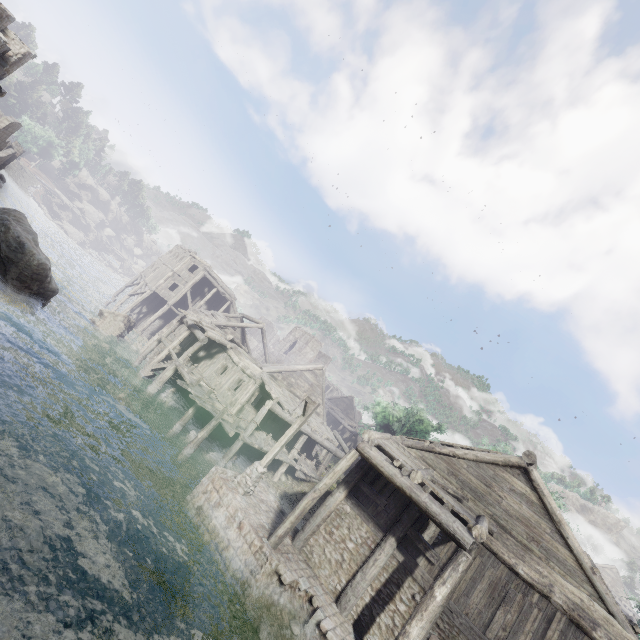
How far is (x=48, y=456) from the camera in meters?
9.4

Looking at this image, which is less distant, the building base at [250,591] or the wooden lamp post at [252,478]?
the building base at [250,591]

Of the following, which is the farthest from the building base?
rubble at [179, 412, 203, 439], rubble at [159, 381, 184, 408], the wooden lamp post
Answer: rubble at [159, 381, 184, 408]

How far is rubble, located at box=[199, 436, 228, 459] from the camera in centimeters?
1822cm

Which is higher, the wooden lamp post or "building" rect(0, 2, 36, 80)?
"building" rect(0, 2, 36, 80)

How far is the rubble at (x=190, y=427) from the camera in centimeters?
1850cm

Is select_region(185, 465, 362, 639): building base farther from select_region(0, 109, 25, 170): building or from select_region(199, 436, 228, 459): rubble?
select_region(199, 436, 228, 459): rubble

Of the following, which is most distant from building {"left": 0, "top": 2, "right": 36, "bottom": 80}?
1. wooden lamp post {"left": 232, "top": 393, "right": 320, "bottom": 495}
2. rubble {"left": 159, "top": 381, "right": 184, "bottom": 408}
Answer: wooden lamp post {"left": 232, "top": 393, "right": 320, "bottom": 495}
